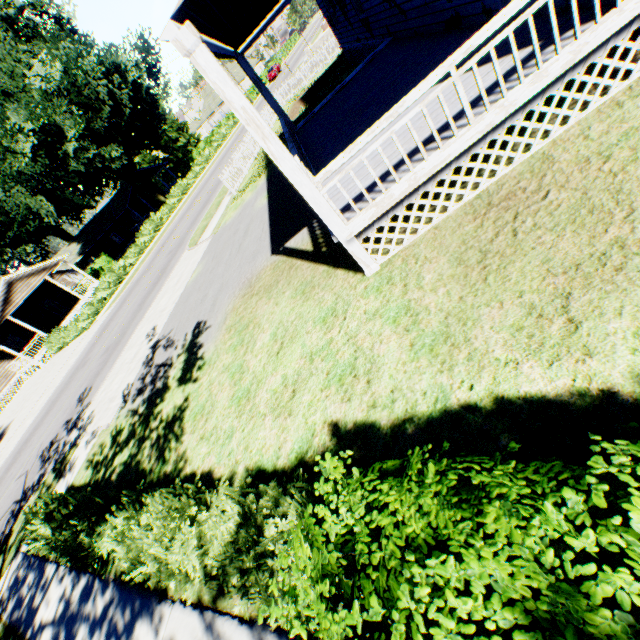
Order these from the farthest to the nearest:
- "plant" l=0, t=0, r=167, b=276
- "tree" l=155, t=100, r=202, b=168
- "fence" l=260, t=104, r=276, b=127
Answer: "tree" l=155, t=100, r=202, b=168
"plant" l=0, t=0, r=167, b=276
"fence" l=260, t=104, r=276, b=127

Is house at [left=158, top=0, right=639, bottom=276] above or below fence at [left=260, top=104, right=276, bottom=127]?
above

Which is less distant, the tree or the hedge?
the hedge

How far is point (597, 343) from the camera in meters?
3.1

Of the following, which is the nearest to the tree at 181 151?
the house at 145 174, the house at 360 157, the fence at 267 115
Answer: the house at 145 174

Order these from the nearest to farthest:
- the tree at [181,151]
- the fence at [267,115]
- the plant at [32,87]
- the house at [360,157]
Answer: the house at [360,157], the fence at [267,115], the plant at [32,87], the tree at [181,151]

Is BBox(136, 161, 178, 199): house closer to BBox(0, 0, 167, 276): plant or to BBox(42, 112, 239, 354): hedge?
BBox(0, 0, 167, 276): plant

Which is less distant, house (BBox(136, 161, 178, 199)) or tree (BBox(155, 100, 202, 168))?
house (BBox(136, 161, 178, 199))
